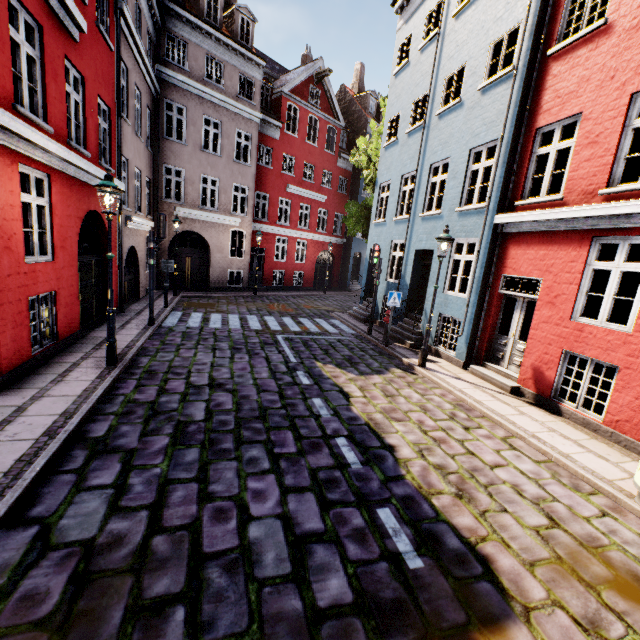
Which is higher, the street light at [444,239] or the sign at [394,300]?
the street light at [444,239]

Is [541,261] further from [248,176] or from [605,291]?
[248,176]

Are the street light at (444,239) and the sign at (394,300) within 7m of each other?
yes

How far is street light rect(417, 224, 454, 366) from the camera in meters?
8.5 m

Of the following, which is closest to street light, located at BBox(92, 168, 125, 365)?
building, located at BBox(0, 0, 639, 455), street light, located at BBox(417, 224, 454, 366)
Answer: building, located at BBox(0, 0, 639, 455)

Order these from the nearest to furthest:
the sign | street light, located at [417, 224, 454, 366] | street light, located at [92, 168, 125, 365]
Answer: street light, located at [92, 168, 125, 365] → street light, located at [417, 224, 454, 366] → the sign

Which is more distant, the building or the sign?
the sign

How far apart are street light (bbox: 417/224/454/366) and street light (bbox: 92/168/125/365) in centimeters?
760cm
